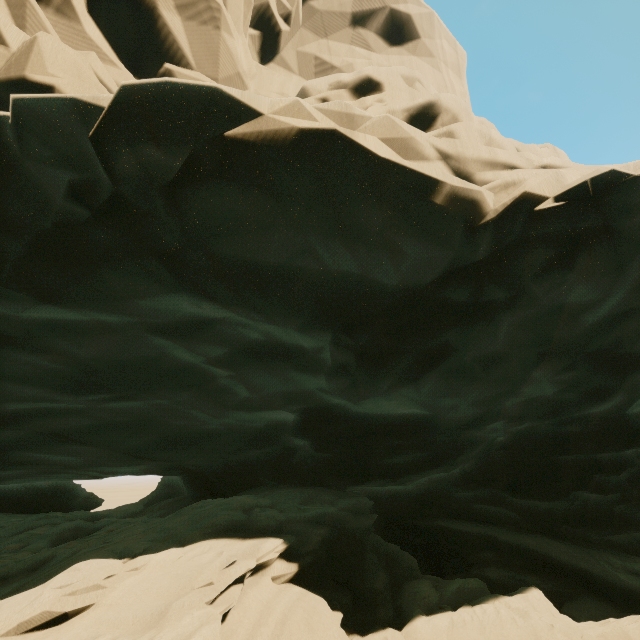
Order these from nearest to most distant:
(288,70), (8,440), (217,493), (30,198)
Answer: (30,198)
(8,440)
(217,493)
(288,70)
